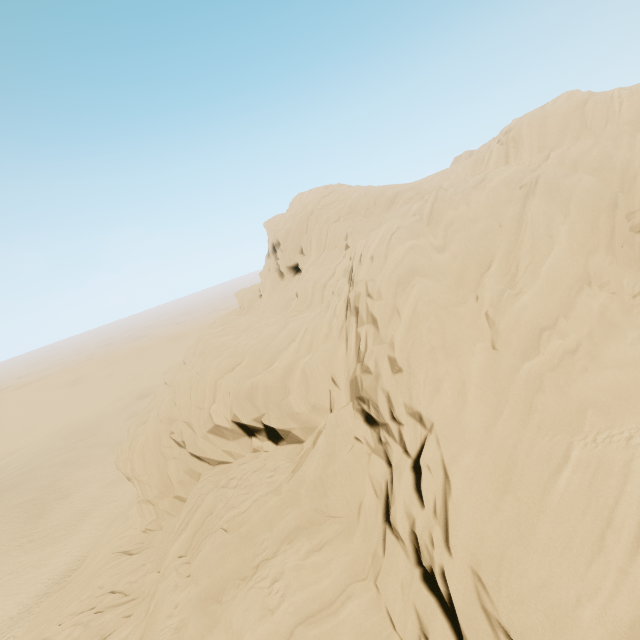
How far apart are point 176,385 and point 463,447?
14.3m
